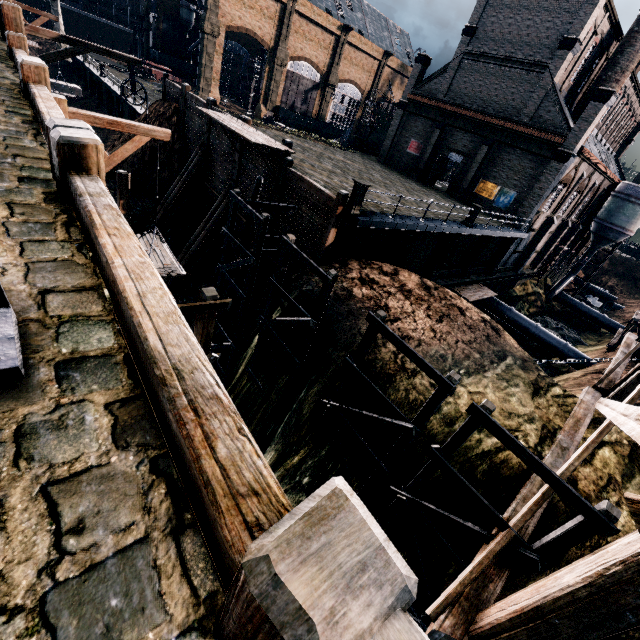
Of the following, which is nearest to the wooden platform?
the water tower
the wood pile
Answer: the wood pile

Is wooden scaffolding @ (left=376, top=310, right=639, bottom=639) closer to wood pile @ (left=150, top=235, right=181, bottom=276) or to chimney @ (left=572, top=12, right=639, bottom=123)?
wood pile @ (left=150, top=235, right=181, bottom=276)

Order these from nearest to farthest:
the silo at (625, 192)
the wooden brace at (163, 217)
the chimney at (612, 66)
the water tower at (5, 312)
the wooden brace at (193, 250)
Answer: the water tower at (5, 312), the wooden brace at (193, 250), the wooden brace at (163, 217), the chimney at (612, 66), the silo at (625, 192)

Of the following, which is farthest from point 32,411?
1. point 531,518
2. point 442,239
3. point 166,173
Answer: point 166,173

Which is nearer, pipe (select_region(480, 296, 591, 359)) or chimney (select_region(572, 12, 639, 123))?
chimney (select_region(572, 12, 639, 123))

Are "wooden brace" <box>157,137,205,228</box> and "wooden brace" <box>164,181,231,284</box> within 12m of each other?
yes

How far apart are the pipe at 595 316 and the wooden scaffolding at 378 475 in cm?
5049

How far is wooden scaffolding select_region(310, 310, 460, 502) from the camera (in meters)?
7.30
